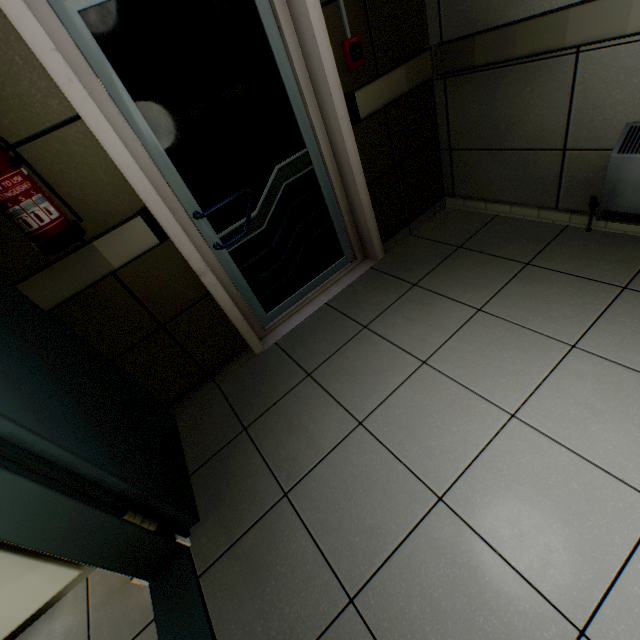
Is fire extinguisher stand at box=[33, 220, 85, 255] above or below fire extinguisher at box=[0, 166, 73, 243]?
below

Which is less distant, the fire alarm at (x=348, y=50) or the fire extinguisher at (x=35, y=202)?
the fire extinguisher at (x=35, y=202)

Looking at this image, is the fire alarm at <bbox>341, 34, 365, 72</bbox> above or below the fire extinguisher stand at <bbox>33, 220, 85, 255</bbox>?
above

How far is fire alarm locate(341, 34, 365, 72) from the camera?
1.85m

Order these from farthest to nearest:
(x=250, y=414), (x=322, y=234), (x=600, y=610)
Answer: (x=322, y=234) < (x=250, y=414) < (x=600, y=610)

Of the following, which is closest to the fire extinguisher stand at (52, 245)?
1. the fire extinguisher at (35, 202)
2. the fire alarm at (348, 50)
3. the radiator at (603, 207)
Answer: the fire extinguisher at (35, 202)

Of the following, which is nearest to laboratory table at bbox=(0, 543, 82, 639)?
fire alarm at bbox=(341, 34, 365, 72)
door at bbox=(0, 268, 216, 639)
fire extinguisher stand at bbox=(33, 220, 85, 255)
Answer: door at bbox=(0, 268, 216, 639)

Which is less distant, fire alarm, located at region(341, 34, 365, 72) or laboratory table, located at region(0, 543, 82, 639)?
laboratory table, located at region(0, 543, 82, 639)
